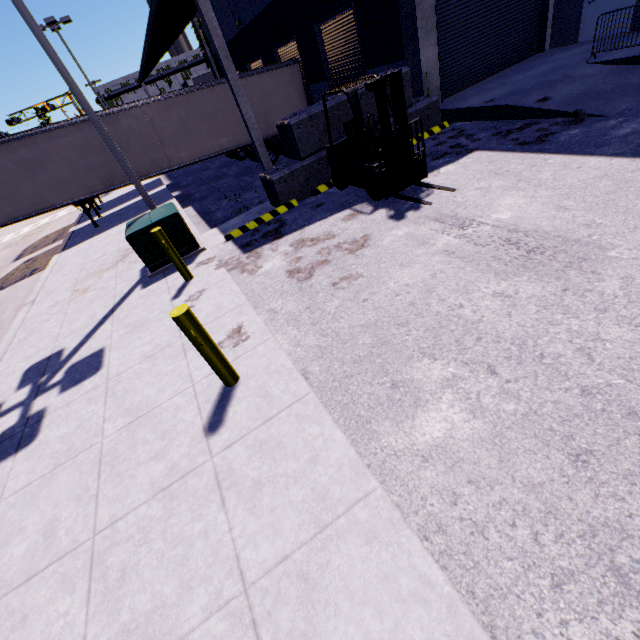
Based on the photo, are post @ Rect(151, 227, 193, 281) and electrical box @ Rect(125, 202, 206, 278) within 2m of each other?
yes

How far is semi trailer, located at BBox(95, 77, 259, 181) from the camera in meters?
13.7 m

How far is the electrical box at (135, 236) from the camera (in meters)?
7.31

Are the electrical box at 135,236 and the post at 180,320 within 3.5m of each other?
no

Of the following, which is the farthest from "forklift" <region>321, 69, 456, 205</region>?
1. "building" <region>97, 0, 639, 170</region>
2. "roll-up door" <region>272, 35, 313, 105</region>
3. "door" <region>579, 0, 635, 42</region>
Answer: "roll-up door" <region>272, 35, 313, 105</region>

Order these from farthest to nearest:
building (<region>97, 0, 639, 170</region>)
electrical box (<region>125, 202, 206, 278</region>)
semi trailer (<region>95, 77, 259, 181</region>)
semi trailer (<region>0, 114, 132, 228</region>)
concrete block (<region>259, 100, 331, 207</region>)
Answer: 1. semi trailer (<region>95, 77, 259, 181</region>)
2. semi trailer (<region>0, 114, 132, 228</region>)
3. concrete block (<region>259, 100, 331, 207</region>)
4. building (<region>97, 0, 639, 170</region>)
5. electrical box (<region>125, 202, 206, 278</region>)

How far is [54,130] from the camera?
12.7 meters

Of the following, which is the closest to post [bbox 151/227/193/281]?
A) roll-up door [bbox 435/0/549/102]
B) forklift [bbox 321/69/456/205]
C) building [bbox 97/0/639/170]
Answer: building [bbox 97/0/639/170]
